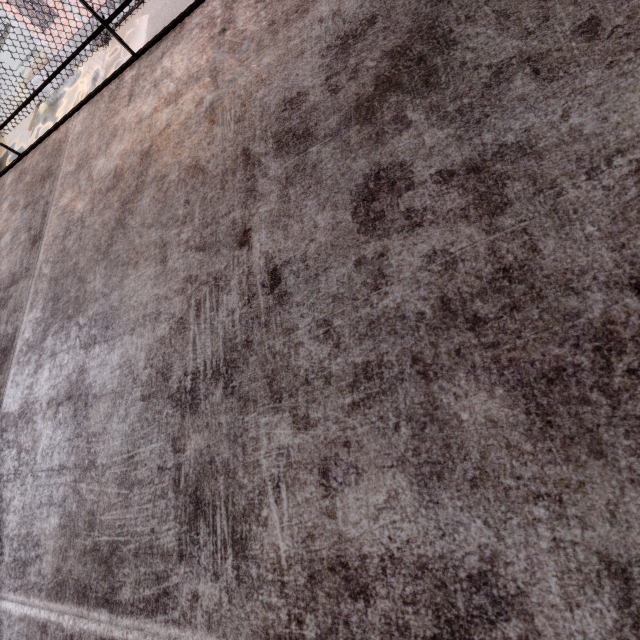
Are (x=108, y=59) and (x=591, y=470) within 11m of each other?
no
